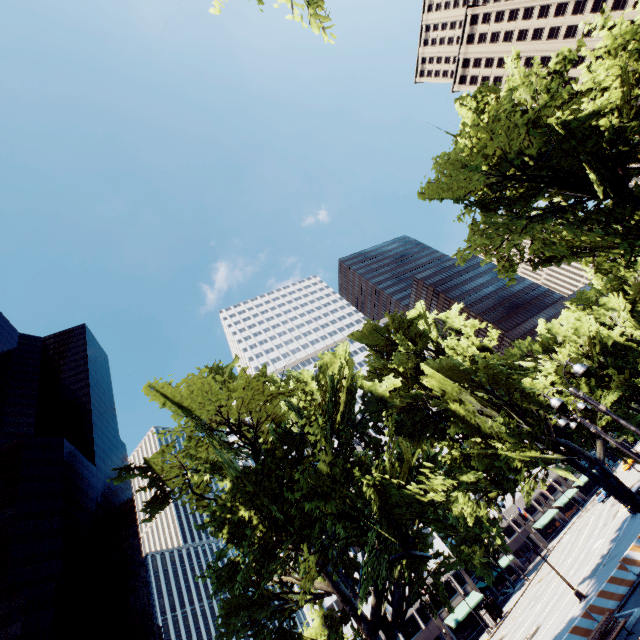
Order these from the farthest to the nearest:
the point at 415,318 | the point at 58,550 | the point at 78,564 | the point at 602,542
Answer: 1. the point at 78,564
2. the point at 58,550
3. the point at 602,542
4. the point at 415,318

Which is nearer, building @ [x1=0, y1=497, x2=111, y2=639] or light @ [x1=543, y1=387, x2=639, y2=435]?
light @ [x1=543, y1=387, x2=639, y2=435]

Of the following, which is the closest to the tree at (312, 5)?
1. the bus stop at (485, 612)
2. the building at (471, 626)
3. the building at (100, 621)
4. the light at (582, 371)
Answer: the building at (471, 626)

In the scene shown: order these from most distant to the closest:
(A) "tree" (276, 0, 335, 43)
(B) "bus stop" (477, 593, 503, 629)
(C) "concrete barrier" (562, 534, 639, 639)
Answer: (B) "bus stop" (477, 593, 503, 629) < (C) "concrete barrier" (562, 534, 639, 639) < (A) "tree" (276, 0, 335, 43)

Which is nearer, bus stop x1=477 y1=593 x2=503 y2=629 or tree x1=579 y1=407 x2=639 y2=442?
tree x1=579 y1=407 x2=639 y2=442

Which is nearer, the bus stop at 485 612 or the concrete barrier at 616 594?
the concrete barrier at 616 594

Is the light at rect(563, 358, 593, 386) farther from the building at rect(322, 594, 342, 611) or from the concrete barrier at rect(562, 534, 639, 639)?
the building at rect(322, 594, 342, 611)
